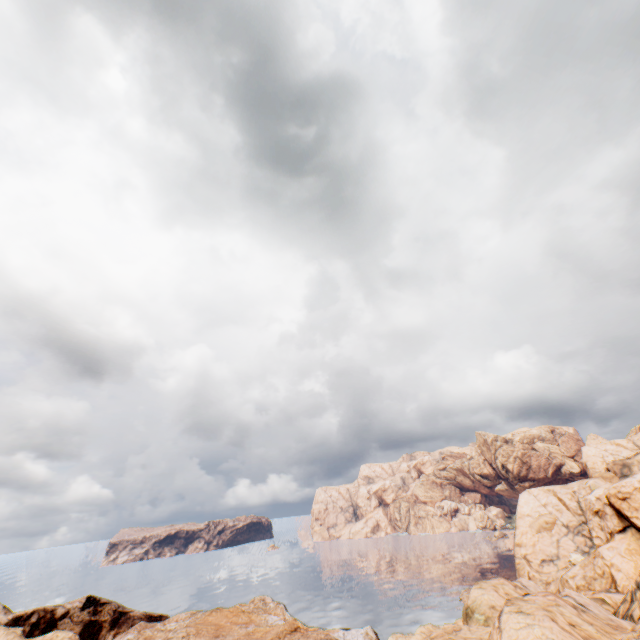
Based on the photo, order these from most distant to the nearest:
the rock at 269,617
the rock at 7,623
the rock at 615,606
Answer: the rock at 7,623 → the rock at 269,617 → the rock at 615,606

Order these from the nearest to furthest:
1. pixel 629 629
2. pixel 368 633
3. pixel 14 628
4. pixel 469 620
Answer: pixel 629 629
pixel 368 633
pixel 469 620
pixel 14 628

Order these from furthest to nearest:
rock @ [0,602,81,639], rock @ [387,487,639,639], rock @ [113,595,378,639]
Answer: rock @ [0,602,81,639]
rock @ [113,595,378,639]
rock @ [387,487,639,639]

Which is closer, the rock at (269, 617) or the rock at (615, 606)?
the rock at (615, 606)

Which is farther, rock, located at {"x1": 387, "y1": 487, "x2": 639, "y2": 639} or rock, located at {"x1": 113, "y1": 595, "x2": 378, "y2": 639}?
rock, located at {"x1": 113, "y1": 595, "x2": 378, "y2": 639}
